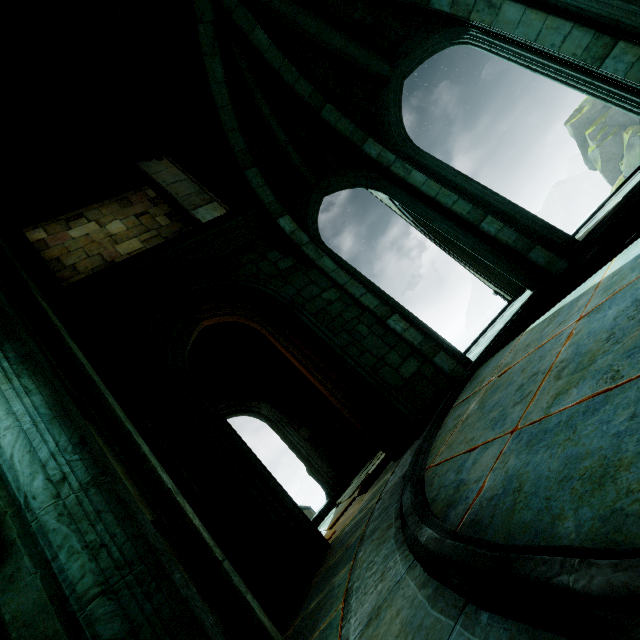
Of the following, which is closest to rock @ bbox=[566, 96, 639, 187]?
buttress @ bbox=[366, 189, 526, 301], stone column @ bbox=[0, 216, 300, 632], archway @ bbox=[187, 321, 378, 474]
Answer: buttress @ bbox=[366, 189, 526, 301]

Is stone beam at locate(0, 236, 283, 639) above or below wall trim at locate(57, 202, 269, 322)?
below

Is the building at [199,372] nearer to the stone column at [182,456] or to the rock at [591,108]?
the stone column at [182,456]

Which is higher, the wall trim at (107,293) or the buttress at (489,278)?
the wall trim at (107,293)

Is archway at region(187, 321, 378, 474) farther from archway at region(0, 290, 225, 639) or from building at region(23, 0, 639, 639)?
archway at region(0, 290, 225, 639)

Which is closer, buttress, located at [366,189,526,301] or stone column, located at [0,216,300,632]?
stone column, located at [0,216,300,632]

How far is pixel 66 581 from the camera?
1.8 meters

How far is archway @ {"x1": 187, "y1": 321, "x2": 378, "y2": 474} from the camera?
10.3m
